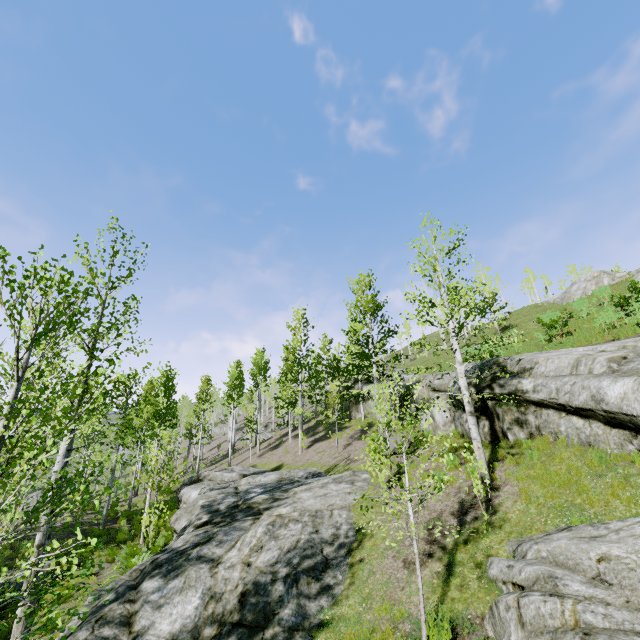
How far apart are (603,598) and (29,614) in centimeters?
847cm

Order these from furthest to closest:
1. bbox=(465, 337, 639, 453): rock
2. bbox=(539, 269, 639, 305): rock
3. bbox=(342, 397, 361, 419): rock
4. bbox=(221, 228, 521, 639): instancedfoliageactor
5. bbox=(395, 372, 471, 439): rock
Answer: bbox=(539, 269, 639, 305): rock → bbox=(342, 397, 361, 419): rock → bbox=(395, 372, 471, 439): rock → bbox=(465, 337, 639, 453): rock → bbox=(221, 228, 521, 639): instancedfoliageactor

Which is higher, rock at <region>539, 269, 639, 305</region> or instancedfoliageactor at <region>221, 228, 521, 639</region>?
rock at <region>539, 269, 639, 305</region>

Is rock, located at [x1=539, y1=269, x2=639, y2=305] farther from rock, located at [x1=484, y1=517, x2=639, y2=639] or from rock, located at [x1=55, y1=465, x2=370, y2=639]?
rock, located at [x1=55, y1=465, x2=370, y2=639]

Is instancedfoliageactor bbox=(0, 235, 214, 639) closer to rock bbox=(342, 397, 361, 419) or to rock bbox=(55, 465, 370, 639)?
rock bbox=(55, 465, 370, 639)

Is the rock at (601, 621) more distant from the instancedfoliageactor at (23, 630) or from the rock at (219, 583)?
the instancedfoliageactor at (23, 630)

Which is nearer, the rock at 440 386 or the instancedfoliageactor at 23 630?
the instancedfoliageactor at 23 630

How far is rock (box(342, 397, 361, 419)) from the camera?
27.17m
